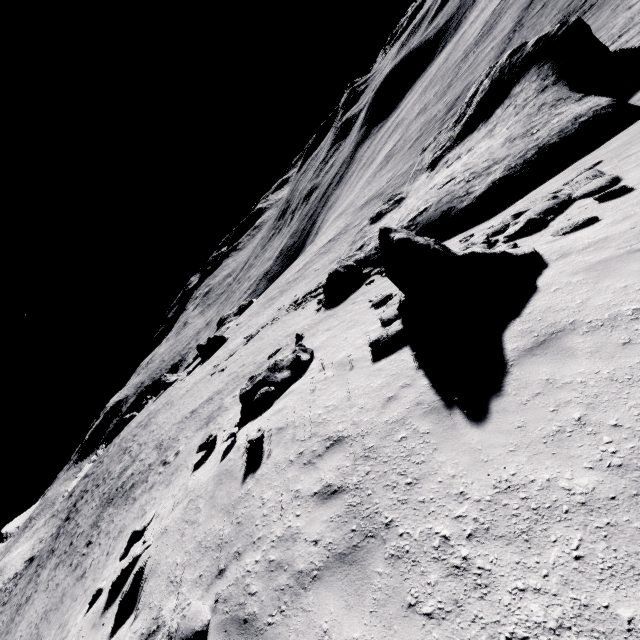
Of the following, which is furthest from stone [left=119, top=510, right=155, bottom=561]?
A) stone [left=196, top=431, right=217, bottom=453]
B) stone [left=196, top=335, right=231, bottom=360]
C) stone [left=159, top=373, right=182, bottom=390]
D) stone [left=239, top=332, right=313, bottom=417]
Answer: stone [left=159, top=373, right=182, bottom=390]

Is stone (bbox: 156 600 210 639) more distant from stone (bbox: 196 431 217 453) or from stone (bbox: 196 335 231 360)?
stone (bbox: 196 335 231 360)

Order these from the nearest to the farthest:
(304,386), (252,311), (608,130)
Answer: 1. (304,386)
2. (608,130)
3. (252,311)

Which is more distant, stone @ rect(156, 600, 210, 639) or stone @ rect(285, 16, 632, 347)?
stone @ rect(285, 16, 632, 347)

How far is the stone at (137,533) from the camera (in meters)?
8.24

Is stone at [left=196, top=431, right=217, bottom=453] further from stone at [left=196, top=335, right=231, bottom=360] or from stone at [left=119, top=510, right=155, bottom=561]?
stone at [left=196, top=335, right=231, bottom=360]

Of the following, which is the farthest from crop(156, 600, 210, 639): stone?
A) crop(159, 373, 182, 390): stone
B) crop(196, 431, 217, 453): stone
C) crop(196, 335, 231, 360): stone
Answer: crop(159, 373, 182, 390): stone

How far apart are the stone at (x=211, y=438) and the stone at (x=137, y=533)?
2.69m
